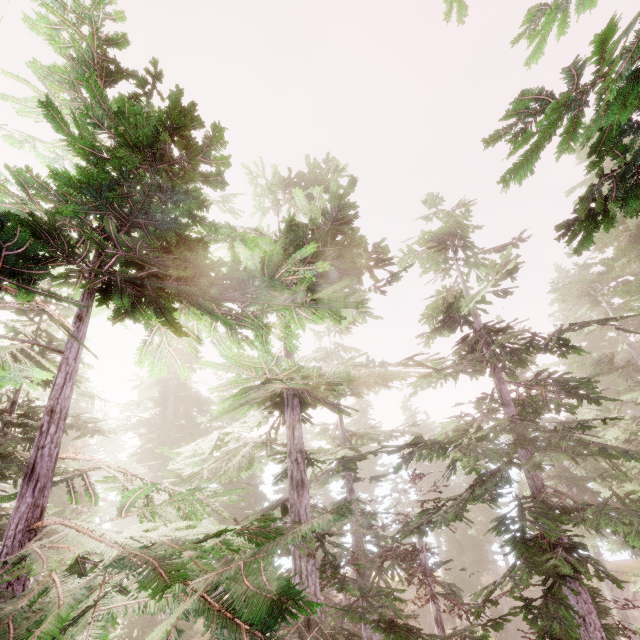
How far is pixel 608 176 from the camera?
2.0m

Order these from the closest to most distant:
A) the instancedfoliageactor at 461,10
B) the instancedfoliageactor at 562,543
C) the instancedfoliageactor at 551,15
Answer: the instancedfoliageactor at 562,543 < the instancedfoliageactor at 551,15 < the instancedfoliageactor at 461,10

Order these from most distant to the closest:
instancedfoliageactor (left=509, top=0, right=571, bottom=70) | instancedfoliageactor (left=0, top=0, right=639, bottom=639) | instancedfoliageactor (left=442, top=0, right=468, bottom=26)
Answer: instancedfoliageactor (left=442, top=0, right=468, bottom=26)
instancedfoliageactor (left=509, top=0, right=571, bottom=70)
instancedfoliageactor (left=0, top=0, right=639, bottom=639)

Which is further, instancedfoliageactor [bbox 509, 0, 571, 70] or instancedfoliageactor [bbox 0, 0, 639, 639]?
instancedfoliageactor [bbox 509, 0, 571, 70]

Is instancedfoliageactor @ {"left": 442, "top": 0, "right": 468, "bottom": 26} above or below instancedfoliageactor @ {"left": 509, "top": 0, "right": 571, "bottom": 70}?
above

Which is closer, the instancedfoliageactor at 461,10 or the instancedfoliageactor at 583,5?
the instancedfoliageactor at 583,5
